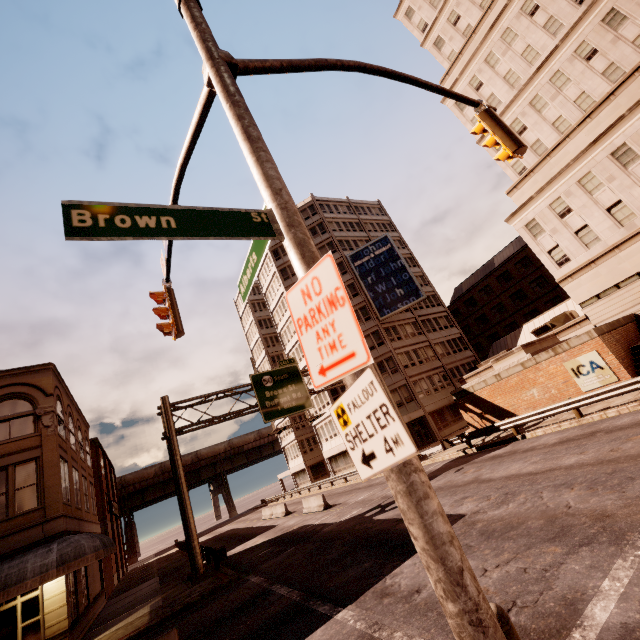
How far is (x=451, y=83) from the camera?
34.9 meters

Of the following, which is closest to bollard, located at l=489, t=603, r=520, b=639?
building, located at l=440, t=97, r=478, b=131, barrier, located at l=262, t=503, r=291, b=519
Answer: barrier, located at l=262, t=503, r=291, b=519

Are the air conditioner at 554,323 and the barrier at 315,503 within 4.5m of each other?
no

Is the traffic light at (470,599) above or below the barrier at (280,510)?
above

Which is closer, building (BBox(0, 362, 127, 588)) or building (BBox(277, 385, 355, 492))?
building (BBox(0, 362, 127, 588))

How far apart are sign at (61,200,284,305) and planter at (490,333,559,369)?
22.7 meters

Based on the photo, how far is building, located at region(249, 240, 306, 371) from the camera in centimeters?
4678cm

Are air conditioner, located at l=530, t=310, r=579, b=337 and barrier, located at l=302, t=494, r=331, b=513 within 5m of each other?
no
